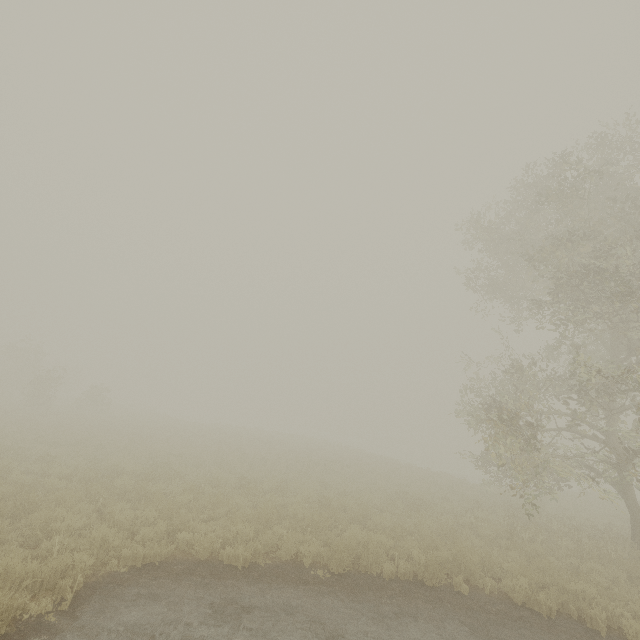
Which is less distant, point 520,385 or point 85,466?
point 85,466
